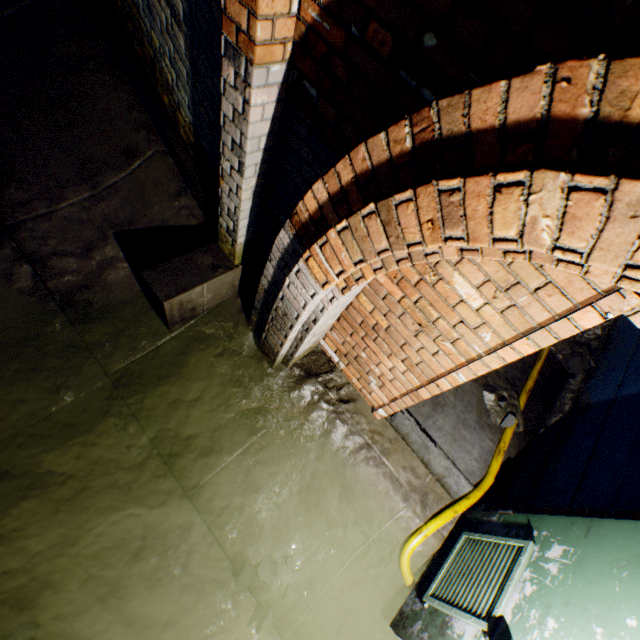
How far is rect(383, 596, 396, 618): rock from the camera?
2.5m

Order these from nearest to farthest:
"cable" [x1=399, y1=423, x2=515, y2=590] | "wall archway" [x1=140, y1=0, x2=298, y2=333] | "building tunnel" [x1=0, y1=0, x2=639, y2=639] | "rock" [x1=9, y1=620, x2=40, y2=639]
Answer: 1. "building tunnel" [x1=0, y1=0, x2=639, y2=639]
2. "wall archway" [x1=140, y1=0, x2=298, y2=333]
3. "rock" [x1=9, y1=620, x2=40, y2=639]
4. "cable" [x1=399, y1=423, x2=515, y2=590]

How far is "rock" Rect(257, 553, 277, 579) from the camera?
2.44m

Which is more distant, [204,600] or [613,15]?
[204,600]

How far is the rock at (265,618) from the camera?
2.3 meters

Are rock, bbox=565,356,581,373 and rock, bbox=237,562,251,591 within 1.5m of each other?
no

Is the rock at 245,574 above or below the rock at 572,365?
below

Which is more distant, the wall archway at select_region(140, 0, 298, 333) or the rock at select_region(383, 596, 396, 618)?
the rock at select_region(383, 596, 396, 618)
